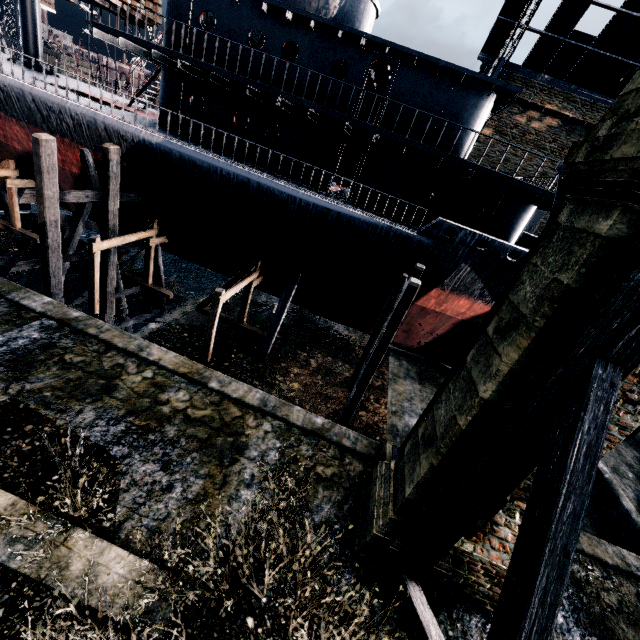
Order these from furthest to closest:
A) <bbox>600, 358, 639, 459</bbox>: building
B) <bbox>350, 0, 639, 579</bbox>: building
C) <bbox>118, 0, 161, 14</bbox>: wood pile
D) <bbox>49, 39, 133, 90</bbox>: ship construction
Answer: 1. <bbox>49, 39, 133, 90</bbox>: ship construction
2. <bbox>118, 0, 161, 14</bbox>: wood pile
3. <bbox>600, 358, 639, 459</bbox>: building
4. <bbox>350, 0, 639, 579</bbox>: building

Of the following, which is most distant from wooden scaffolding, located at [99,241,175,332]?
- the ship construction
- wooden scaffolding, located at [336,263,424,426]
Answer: the ship construction

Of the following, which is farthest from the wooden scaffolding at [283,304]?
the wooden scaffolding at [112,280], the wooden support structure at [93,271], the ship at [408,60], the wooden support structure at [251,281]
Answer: the wooden scaffolding at [112,280]

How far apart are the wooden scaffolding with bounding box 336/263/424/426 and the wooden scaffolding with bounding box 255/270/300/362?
4.6m

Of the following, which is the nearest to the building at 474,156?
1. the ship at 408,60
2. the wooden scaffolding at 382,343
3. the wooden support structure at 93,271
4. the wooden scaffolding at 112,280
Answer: the ship at 408,60

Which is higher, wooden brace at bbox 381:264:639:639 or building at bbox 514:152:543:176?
building at bbox 514:152:543:176

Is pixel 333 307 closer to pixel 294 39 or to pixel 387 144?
pixel 387 144

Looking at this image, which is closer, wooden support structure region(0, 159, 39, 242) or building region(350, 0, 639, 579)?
building region(350, 0, 639, 579)
